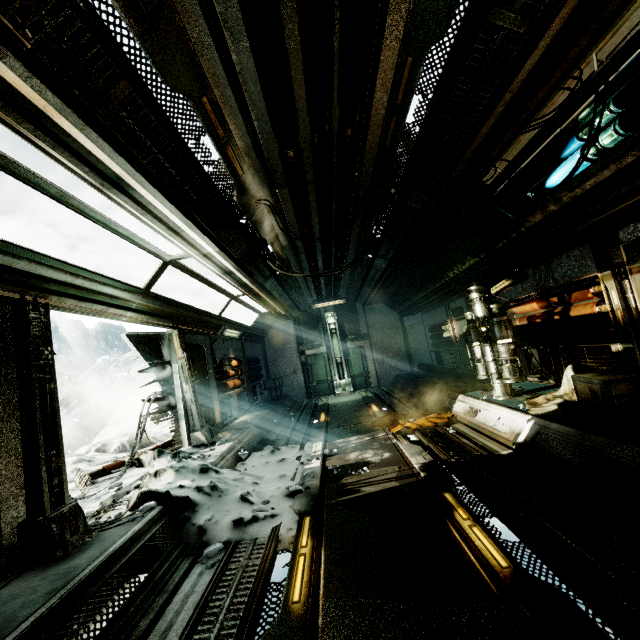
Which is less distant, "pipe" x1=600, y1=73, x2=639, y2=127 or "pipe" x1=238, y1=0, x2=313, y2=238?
"pipe" x1=238, y1=0, x2=313, y2=238

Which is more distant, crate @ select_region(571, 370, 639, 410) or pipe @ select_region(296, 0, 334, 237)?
crate @ select_region(571, 370, 639, 410)

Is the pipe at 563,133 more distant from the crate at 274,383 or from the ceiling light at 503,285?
the crate at 274,383

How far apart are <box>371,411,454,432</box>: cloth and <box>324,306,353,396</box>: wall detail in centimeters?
616cm

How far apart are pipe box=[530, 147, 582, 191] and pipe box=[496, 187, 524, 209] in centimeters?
6cm

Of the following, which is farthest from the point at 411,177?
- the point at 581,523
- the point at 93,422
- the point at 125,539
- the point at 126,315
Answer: the point at 93,422

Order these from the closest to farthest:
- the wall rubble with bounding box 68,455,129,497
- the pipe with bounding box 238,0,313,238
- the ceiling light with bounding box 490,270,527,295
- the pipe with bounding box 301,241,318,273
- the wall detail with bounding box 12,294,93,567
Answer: the pipe with bounding box 238,0,313,238 < the wall detail with bounding box 12,294,93,567 < the wall rubble with bounding box 68,455,129,497 < the ceiling light with bounding box 490,270,527,295 < the pipe with bounding box 301,241,318,273

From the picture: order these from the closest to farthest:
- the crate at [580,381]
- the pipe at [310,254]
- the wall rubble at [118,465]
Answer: the crate at [580,381]
the wall rubble at [118,465]
the pipe at [310,254]
